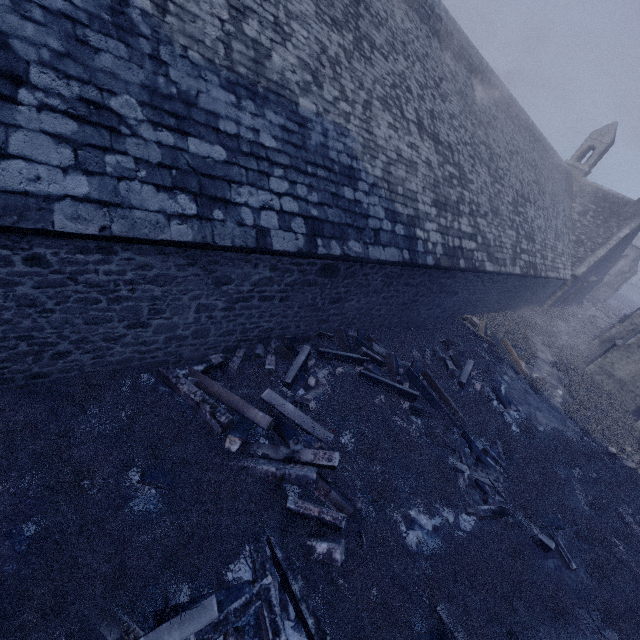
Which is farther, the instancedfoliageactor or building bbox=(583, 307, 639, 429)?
building bbox=(583, 307, 639, 429)

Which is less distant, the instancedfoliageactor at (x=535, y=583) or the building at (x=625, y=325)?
the instancedfoliageactor at (x=535, y=583)

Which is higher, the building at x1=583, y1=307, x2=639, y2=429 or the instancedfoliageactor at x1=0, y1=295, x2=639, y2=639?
the building at x1=583, y1=307, x2=639, y2=429

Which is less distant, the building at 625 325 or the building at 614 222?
the building at 614 222

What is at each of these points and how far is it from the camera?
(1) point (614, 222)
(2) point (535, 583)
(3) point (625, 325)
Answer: (1) building, 23.7 meters
(2) instancedfoliageactor, 5.6 meters
(3) building, 19.7 meters

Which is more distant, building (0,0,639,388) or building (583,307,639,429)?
building (583,307,639,429)
